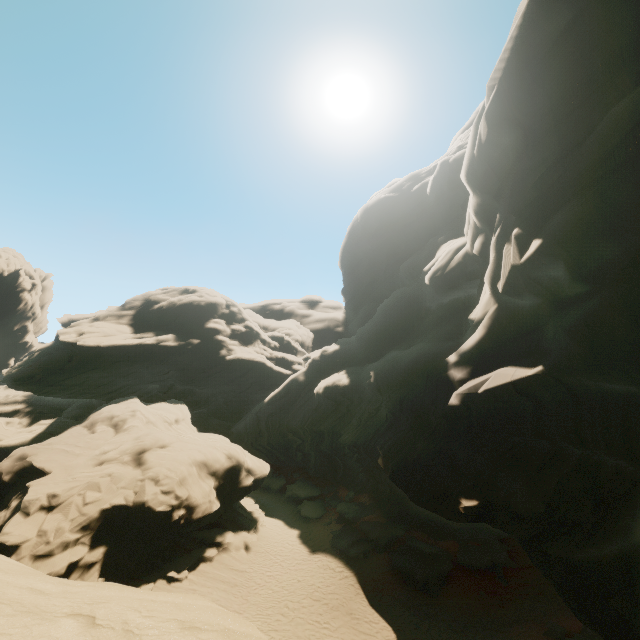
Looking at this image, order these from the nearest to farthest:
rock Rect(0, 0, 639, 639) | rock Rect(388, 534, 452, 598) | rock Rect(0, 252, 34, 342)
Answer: rock Rect(0, 0, 639, 639) → rock Rect(388, 534, 452, 598) → rock Rect(0, 252, 34, 342)

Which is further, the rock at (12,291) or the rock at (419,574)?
the rock at (12,291)

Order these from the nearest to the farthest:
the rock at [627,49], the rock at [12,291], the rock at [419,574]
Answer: the rock at [627,49] → the rock at [419,574] → the rock at [12,291]

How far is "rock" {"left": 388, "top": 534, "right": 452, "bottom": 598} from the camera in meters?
20.3

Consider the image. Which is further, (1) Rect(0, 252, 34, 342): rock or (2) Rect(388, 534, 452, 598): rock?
(1) Rect(0, 252, 34, 342): rock

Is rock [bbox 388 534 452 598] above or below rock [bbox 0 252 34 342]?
below

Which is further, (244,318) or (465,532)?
(244,318)
